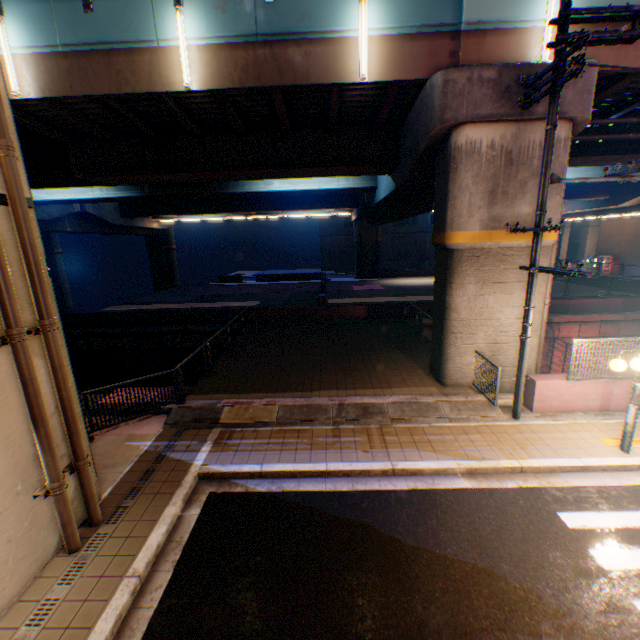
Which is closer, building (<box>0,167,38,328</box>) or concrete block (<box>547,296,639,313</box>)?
building (<box>0,167,38,328</box>)

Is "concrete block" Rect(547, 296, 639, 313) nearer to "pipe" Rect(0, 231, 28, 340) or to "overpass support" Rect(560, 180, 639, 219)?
"overpass support" Rect(560, 180, 639, 219)

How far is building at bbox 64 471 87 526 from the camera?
5.8m

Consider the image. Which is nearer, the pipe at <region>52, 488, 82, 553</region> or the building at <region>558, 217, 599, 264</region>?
the pipe at <region>52, 488, 82, 553</region>

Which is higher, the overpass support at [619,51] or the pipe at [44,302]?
the overpass support at [619,51]

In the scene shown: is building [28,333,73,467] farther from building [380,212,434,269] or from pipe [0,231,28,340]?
building [380,212,434,269]

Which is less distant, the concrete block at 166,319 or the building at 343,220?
the concrete block at 166,319

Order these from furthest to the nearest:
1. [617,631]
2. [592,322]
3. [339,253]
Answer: [339,253] → [592,322] → [617,631]
